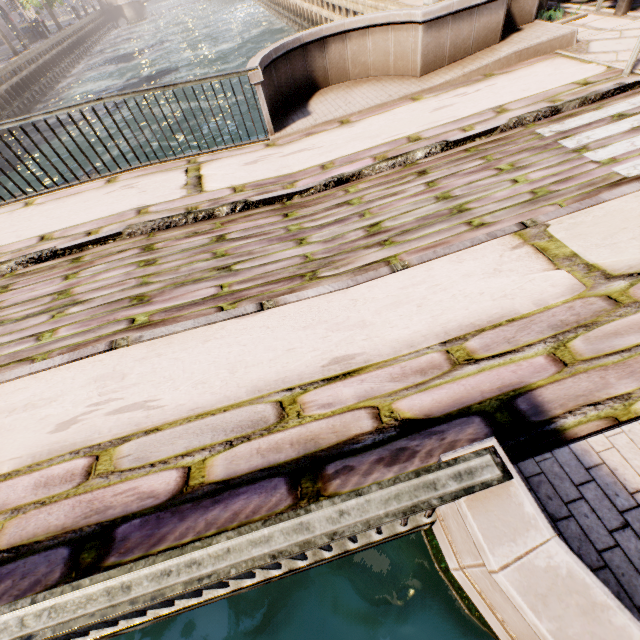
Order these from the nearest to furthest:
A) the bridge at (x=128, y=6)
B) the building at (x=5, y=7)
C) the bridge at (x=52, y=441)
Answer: the bridge at (x=52, y=441) → the building at (x=5, y=7) → the bridge at (x=128, y=6)

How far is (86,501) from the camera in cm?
207

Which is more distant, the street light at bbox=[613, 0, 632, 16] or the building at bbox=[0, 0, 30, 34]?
the building at bbox=[0, 0, 30, 34]

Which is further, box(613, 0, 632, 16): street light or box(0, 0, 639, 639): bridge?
box(613, 0, 632, 16): street light

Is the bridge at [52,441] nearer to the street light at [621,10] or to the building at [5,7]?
the street light at [621,10]

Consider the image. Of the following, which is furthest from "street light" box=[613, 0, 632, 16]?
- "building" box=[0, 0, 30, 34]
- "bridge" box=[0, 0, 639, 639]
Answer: "building" box=[0, 0, 30, 34]

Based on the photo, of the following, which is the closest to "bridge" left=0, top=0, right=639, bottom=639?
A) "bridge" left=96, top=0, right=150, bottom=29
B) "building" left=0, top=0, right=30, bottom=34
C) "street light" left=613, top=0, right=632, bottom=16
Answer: "street light" left=613, top=0, right=632, bottom=16
